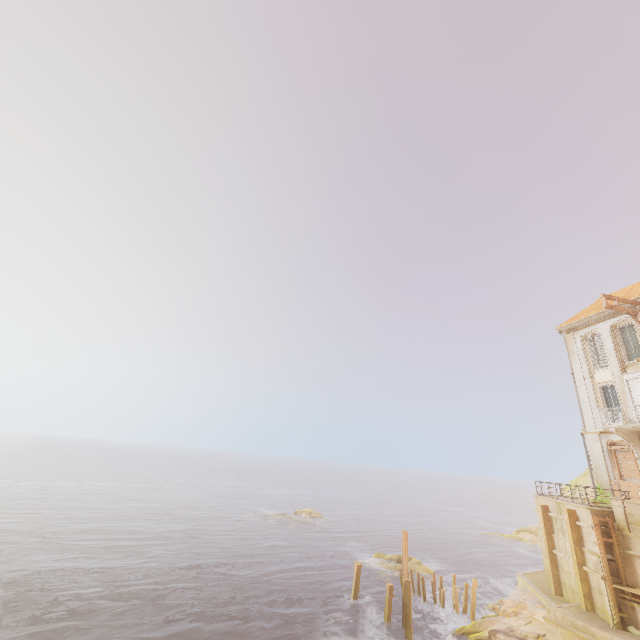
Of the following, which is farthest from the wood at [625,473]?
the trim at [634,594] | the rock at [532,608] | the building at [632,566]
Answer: the rock at [532,608]

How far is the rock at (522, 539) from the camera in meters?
47.9

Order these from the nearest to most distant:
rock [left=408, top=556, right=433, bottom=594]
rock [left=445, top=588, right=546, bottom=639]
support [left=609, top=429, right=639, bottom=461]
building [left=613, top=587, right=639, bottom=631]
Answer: building [left=613, top=587, right=639, bottom=631], rock [left=445, top=588, right=546, bottom=639], support [left=609, top=429, right=639, bottom=461], rock [left=408, top=556, right=433, bottom=594]

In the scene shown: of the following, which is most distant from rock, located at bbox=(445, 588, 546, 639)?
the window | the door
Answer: the window

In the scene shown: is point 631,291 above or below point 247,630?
above

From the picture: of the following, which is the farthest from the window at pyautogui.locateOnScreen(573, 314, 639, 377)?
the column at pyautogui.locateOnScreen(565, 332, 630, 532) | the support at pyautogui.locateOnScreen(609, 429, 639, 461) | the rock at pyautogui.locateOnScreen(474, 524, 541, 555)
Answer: the rock at pyautogui.locateOnScreen(474, 524, 541, 555)

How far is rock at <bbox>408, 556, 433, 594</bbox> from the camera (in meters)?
28.42

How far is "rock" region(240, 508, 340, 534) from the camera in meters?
47.5
